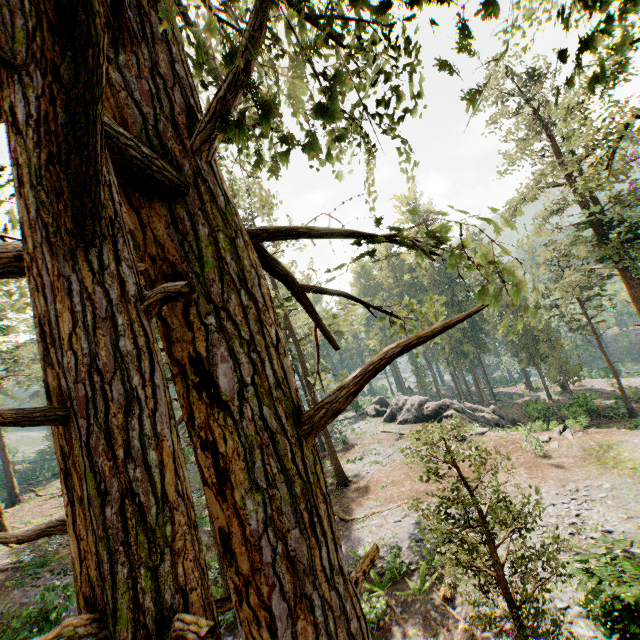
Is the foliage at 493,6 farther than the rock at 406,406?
No

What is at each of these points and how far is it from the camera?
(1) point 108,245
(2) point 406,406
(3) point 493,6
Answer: (1) foliage, 1.4 meters
(2) rock, 37.2 meters
(3) foliage, 1.3 meters

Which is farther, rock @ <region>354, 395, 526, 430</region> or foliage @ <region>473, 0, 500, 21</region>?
rock @ <region>354, 395, 526, 430</region>

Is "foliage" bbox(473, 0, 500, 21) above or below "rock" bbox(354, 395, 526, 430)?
above

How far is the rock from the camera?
31.8m

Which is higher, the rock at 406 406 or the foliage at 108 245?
the foliage at 108 245
